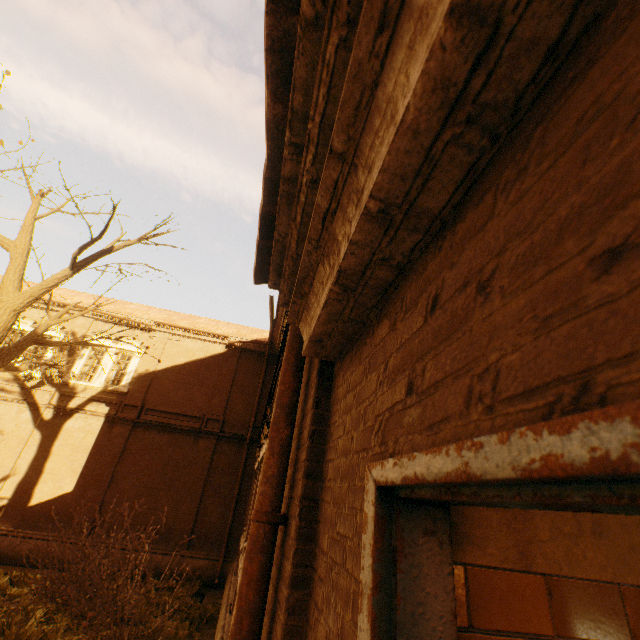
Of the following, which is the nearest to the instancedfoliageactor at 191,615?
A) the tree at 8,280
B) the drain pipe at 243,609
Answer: the tree at 8,280

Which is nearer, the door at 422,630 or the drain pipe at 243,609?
the door at 422,630

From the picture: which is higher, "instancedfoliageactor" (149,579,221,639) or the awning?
the awning

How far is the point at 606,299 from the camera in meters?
0.4

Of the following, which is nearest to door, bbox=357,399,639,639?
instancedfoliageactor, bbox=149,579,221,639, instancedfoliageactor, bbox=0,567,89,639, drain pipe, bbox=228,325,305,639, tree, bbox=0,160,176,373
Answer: drain pipe, bbox=228,325,305,639

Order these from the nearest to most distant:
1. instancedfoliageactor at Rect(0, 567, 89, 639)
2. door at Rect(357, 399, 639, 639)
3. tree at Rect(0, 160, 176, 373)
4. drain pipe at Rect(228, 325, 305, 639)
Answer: door at Rect(357, 399, 639, 639) < drain pipe at Rect(228, 325, 305, 639) < instancedfoliageactor at Rect(0, 567, 89, 639) < tree at Rect(0, 160, 176, 373)

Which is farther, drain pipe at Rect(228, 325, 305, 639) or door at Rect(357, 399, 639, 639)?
drain pipe at Rect(228, 325, 305, 639)

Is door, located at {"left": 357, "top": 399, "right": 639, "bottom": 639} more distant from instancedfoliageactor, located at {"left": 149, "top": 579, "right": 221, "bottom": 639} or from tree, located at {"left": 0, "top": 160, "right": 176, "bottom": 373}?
instancedfoliageactor, located at {"left": 149, "top": 579, "right": 221, "bottom": 639}
